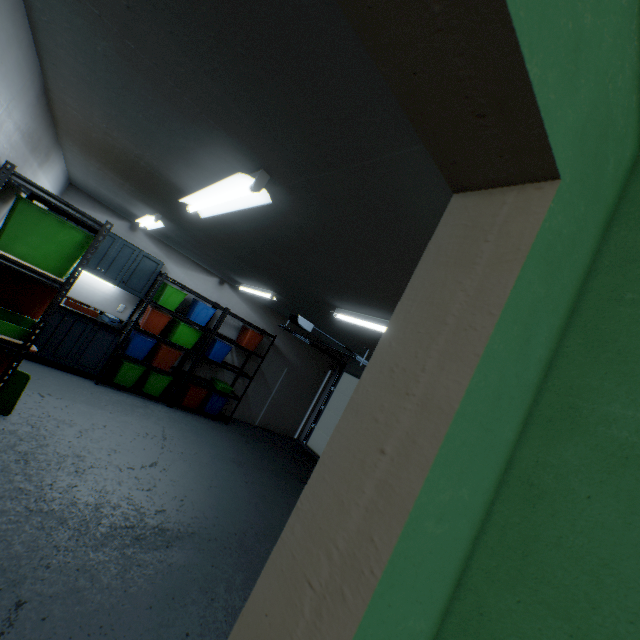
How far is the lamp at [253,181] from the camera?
1.47m

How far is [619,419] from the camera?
0.6 meters

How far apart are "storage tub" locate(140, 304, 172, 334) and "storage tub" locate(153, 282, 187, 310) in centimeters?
14cm

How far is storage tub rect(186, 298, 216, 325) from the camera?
5.6 meters

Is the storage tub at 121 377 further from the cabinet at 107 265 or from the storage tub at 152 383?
the cabinet at 107 265

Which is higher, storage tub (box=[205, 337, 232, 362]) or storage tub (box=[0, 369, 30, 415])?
storage tub (box=[205, 337, 232, 362])

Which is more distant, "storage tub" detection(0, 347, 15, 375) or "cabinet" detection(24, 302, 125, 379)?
"cabinet" detection(24, 302, 125, 379)

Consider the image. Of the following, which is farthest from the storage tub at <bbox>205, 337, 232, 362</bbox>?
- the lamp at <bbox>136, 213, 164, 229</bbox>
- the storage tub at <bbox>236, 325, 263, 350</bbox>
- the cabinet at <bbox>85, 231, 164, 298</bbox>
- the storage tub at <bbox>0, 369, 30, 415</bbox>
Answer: the storage tub at <bbox>0, 369, 30, 415</bbox>
